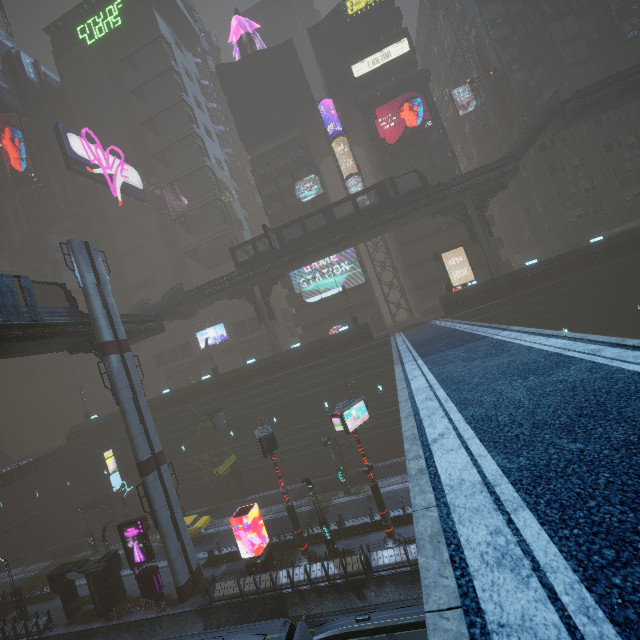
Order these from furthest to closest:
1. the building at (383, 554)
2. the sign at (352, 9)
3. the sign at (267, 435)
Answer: the sign at (352, 9)
the sign at (267, 435)
the building at (383, 554)

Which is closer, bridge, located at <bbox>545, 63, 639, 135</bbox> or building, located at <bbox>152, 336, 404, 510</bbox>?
bridge, located at <bbox>545, 63, 639, 135</bbox>

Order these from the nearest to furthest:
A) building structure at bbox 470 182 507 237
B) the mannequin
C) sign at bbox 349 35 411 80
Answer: building structure at bbox 470 182 507 237
sign at bbox 349 35 411 80
the mannequin

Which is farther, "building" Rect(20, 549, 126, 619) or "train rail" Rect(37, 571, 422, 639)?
"building" Rect(20, 549, 126, 619)

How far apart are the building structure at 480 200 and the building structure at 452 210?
0.7 meters

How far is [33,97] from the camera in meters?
59.9 m

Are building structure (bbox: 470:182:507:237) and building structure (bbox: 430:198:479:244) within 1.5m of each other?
yes

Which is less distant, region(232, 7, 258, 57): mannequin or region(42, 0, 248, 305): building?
region(232, 7, 258, 57): mannequin
